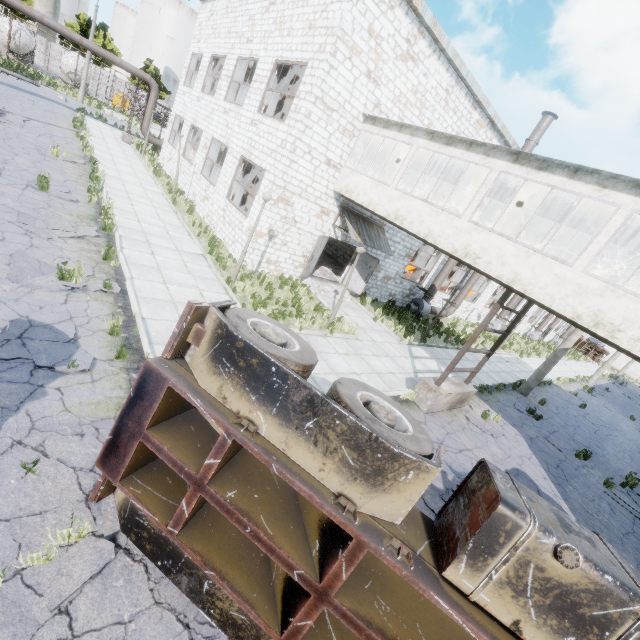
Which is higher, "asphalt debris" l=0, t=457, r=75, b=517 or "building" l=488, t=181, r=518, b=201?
"building" l=488, t=181, r=518, b=201

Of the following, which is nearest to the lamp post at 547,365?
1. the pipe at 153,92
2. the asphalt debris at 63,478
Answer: the asphalt debris at 63,478

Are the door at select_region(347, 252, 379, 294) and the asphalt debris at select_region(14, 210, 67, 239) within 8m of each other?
no

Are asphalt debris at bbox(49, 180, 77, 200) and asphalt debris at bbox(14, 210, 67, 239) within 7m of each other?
yes

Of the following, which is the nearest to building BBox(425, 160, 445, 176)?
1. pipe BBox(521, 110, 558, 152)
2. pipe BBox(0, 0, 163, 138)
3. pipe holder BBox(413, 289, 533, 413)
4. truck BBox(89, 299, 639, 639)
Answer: pipe holder BBox(413, 289, 533, 413)

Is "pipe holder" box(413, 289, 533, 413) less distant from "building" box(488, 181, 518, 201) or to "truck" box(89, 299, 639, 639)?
"building" box(488, 181, 518, 201)

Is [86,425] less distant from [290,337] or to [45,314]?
[45,314]

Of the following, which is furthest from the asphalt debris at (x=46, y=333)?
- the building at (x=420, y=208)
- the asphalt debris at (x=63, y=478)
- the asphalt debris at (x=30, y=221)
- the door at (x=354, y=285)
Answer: the door at (x=354, y=285)
